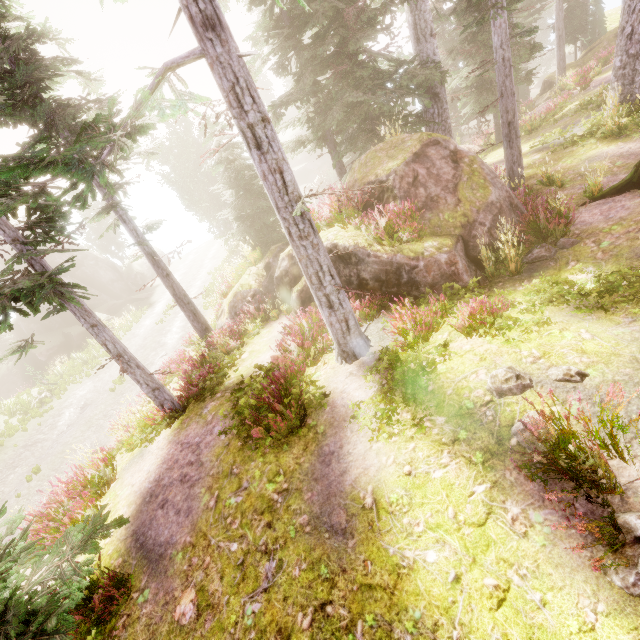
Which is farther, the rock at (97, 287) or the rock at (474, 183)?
the rock at (97, 287)

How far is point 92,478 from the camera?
8.3 meters

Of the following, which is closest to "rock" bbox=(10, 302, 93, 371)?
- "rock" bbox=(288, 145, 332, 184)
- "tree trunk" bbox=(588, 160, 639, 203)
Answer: "rock" bbox=(288, 145, 332, 184)

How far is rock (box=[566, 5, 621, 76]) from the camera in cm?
2341

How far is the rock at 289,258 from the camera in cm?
1066

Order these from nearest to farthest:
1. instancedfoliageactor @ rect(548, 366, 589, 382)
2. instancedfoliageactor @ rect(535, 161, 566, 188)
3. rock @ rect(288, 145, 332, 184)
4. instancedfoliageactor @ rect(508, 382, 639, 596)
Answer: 1. instancedfoliageactor @ rect(508, 382, 639, 596)
2. instancedfoliageactor @ rect(548, 366, 589, 382)
3. instancedfoliageactor @ rect(535, 161, 566, 188)
4. rock @ rect(288, 145, 332, 184)

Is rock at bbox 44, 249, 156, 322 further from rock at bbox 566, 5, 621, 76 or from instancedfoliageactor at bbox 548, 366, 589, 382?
rock at bbox 566, 5, 621, 76
